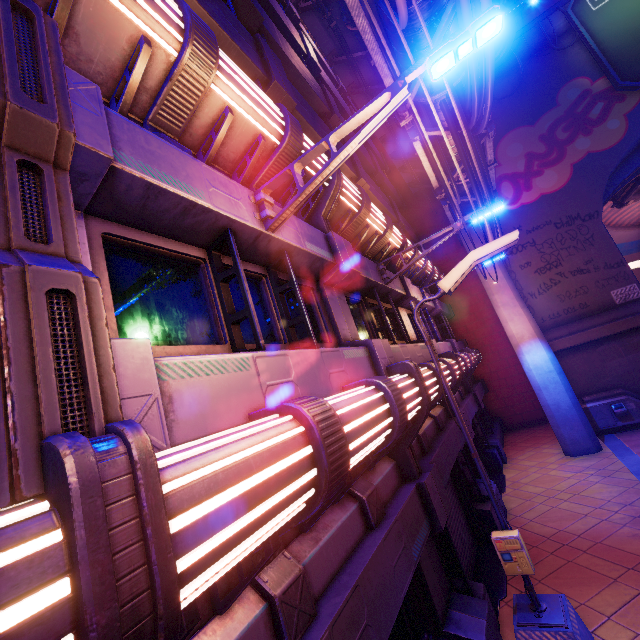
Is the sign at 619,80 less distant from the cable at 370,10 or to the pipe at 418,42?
the pipe at 418,42

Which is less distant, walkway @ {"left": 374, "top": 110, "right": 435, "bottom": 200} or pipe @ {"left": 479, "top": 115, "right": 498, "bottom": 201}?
pipe @ {"left": 479, "top": 115, "right": 498, "bottom": 201}

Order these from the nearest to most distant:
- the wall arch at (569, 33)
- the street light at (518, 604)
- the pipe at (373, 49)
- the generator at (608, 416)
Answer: the street light at (518, 604) → the pipe at (373, 49) → the generator at (608, 416) → the wall arch at (569, 33)

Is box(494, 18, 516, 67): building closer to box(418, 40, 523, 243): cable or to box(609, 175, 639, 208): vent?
box(418, 40, 523, 243): cable

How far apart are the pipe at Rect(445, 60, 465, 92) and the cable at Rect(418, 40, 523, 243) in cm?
1

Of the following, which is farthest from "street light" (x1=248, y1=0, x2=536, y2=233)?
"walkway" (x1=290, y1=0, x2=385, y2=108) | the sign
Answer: the sign

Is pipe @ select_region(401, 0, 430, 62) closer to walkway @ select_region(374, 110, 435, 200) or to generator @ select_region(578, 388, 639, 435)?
walkway @ select_region(374, 110, 435, 200)

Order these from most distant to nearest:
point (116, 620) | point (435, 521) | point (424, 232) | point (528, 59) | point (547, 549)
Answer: point (424, 232) < point (528, 59) < point (547, 549) < point (435, 521) < point (116, 620)
